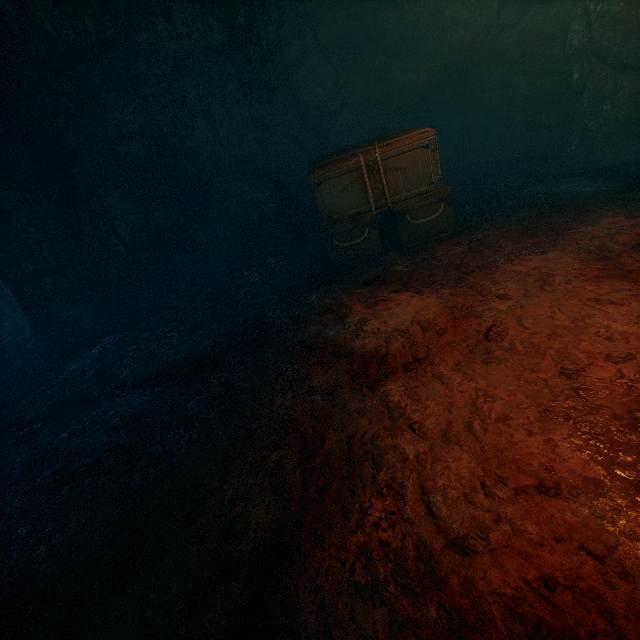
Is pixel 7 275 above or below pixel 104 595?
above

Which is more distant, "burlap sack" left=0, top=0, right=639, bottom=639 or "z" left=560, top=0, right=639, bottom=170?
"z" left=560, top=0, right=639, bottom=170

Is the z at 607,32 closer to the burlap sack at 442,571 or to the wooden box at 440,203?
the burlap sack at 442,571

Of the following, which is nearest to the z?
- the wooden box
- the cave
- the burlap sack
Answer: the burlap sack

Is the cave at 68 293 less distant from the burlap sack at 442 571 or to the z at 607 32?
the burlap sack at 442 571

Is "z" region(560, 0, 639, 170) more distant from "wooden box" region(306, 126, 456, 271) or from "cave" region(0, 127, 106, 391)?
"cave" region(0, 127, 106, 391)
